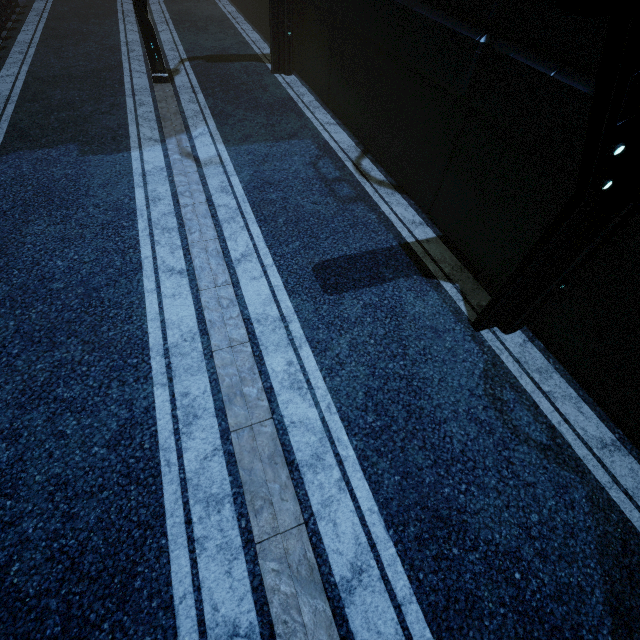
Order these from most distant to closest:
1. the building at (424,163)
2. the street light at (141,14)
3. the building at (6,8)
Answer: the building at (6,8), the street light at (141,14), the building at (424,163)

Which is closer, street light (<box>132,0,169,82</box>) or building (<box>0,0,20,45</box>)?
street light (<box>132,0,169,82</box>)

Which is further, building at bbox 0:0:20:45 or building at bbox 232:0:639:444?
building at bbox 0:0:20:45

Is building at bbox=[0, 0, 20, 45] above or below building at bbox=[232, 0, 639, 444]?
below

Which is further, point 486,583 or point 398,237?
point 398,237

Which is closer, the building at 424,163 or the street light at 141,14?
the building at 424,163

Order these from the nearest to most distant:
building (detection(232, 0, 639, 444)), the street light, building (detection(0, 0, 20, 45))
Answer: building (detection(232, 0, 639, 444)) < the street light < building (detection(0, 0, 20, 45))
